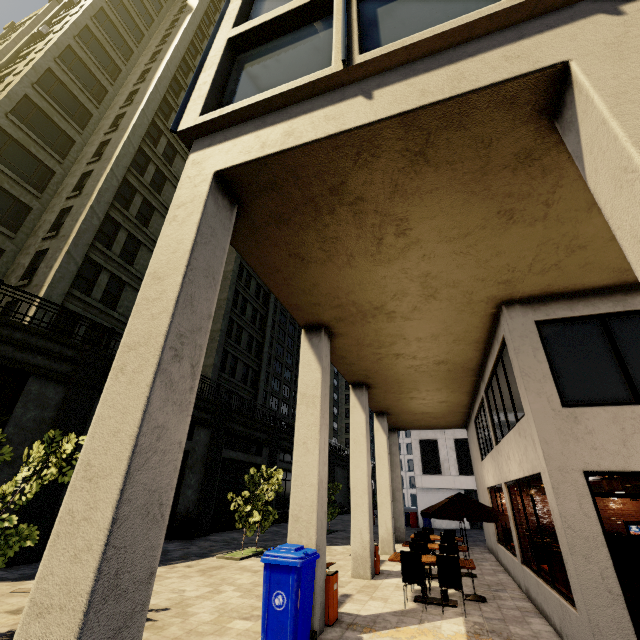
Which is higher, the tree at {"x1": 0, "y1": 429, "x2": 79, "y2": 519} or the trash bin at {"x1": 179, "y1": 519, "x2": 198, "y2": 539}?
the tree at {"x1": 0, "y1": 429, "x2": 79, "y2": 519}

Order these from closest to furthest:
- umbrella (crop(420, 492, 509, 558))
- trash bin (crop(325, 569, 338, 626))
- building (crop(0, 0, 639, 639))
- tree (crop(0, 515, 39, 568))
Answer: building (crop(0, 0, 639, 639)) → tree (crop(0, 515, 39, 568)) → trash bin (crop(325, 569, 338, 626)) → umbrella (crop(420, 492, 509, 558))

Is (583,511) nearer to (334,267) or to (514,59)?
(334,267)

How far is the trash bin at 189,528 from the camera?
15.68m

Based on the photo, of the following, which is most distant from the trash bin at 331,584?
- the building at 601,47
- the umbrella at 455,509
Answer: the umbrella at 455,509

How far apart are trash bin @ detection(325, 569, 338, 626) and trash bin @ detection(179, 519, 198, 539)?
11.82m

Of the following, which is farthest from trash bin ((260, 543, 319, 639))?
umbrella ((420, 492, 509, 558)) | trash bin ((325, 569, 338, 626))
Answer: umbrella ((420, 492, 509, 558))

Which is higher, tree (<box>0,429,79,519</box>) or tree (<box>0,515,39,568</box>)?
tree (<box>0,429,79,519</box>)
